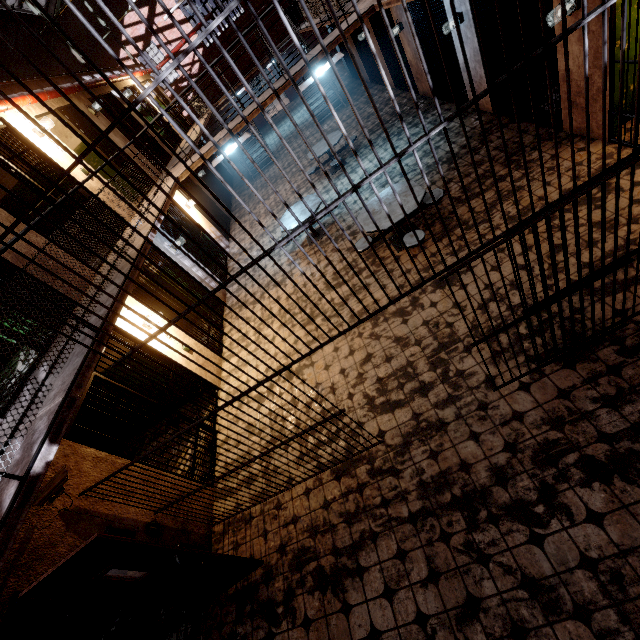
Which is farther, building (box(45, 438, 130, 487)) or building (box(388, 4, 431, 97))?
building (box(388, 4, 431, 97))

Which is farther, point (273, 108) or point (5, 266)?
point (273, 108)

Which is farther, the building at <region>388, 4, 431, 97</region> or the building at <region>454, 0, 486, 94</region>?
the building at <region>388, 4, 431, 97</region>

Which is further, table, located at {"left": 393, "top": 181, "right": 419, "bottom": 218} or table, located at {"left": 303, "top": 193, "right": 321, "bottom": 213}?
table, located at {"left": 303, "top": 193, "right": 321, "bottom": 213}

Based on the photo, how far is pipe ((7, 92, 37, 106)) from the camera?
5.82m

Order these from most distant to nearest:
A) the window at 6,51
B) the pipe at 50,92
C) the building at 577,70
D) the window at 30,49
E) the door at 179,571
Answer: the window at 6,51 → the window at 30,49 → the pipe at 50,92 → the building at 577,70 → the door at 179,571

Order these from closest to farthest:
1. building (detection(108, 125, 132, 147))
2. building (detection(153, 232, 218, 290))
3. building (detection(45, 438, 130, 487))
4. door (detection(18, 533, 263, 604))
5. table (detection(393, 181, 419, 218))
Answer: door (detection(18, 533, 263, 604)) → building (detection(45, 438, 130, 487)) → table (detection(393, 181, 419, 218)) → building (detection(153, 232, 218, 290)) → building (detection(108, 125, 132, 147))

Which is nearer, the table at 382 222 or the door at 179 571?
the door at 179 571
